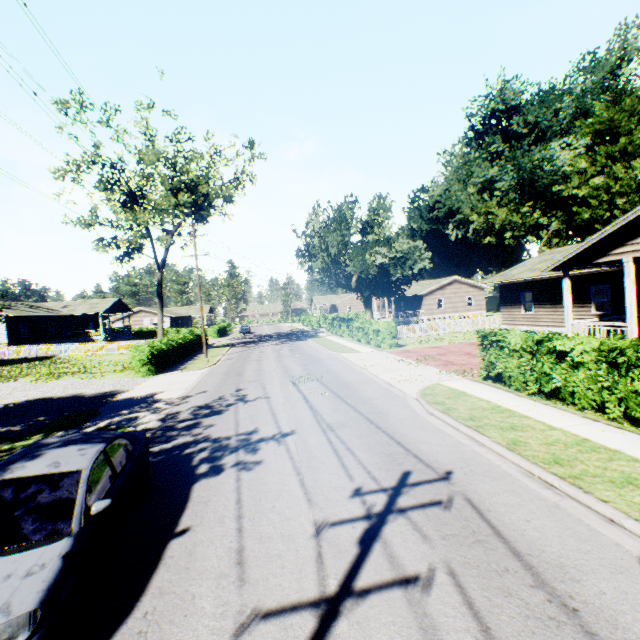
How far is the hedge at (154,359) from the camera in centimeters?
2052cm

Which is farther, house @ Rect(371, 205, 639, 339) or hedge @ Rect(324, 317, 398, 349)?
hedge @ Rect(324, 317, 398, 349)

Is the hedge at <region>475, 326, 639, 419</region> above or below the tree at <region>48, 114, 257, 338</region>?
below

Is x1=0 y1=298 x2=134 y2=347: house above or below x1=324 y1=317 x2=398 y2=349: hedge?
above

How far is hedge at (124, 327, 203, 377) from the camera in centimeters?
2052cm

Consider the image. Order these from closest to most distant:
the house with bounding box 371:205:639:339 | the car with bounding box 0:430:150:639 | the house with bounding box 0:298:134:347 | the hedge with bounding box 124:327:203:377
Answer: the car with bounding box 0:430:150:639 < the house with bounding box 371:205:639:339 < the hedge with bounding box 124:327:203:377 < the house with bounding box 0:298:134:347

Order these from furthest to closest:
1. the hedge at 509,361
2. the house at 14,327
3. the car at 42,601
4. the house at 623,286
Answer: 1. the house at 14,327
2. the house at 623,286
3. the hedge at 509,361
4. the car at 42,601

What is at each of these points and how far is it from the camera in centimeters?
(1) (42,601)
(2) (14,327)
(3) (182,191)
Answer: (1) car, 326cm
(2) house, 3603cm
(3) tree, 2581cm
